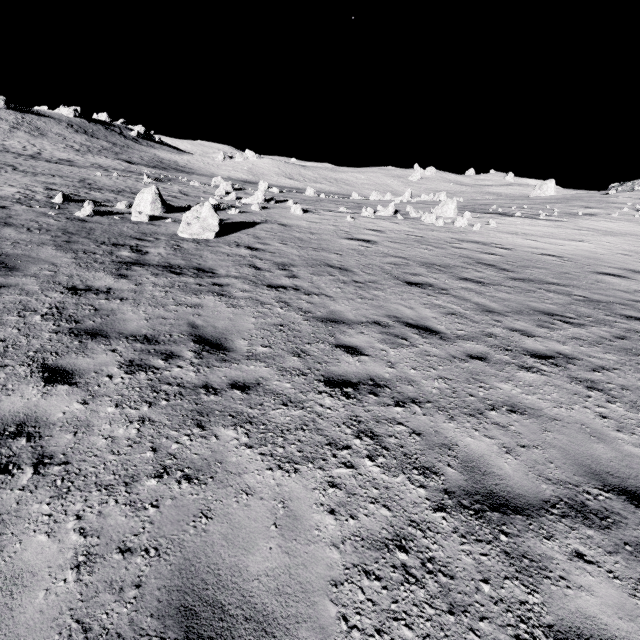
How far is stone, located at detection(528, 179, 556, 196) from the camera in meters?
47.8

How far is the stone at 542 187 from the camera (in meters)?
47.84

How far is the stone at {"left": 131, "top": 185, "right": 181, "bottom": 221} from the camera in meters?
14.0 m

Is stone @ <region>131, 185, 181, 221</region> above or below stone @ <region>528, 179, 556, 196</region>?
below

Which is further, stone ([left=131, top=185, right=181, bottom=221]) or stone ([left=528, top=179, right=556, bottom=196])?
stone ([left=528, top=179, right=556, bottom=196])

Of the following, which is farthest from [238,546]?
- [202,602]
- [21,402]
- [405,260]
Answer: [405,260]

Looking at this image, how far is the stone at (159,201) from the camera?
14.0m
